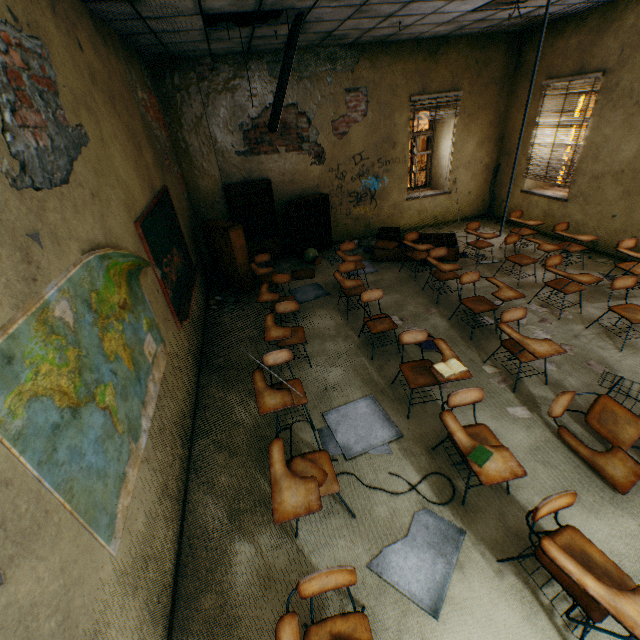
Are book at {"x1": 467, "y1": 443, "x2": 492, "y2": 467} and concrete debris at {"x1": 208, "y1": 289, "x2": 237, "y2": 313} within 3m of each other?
no

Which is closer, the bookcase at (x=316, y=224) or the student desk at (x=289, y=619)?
the student desk at (x=289, y=619)

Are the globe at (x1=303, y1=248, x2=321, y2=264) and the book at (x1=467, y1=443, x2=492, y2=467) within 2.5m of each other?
no

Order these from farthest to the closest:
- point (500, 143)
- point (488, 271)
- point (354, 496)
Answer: point (500, 143), point (488, 271), point (354, 496)

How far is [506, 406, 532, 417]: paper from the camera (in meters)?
3.37

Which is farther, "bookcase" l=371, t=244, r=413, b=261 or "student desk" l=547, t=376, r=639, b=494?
"bookcase" l=371, t=244, r=413, b=261

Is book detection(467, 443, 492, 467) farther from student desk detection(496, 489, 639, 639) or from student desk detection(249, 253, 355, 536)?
student desk detection(249, 253, 355, 536)

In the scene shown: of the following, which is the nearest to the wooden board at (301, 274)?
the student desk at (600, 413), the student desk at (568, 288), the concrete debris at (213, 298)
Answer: the concrete debris at (213, 298)
